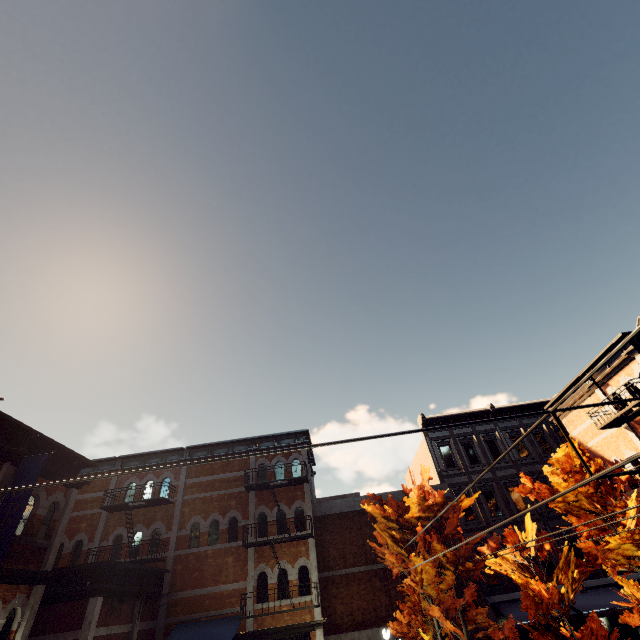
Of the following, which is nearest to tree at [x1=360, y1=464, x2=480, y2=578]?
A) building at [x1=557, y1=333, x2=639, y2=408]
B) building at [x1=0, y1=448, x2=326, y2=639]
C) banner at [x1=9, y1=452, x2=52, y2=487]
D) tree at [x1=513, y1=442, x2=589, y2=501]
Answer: tree at [x1=513, y1=442, x2=589, y2=501]

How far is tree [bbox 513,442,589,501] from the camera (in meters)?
11.76

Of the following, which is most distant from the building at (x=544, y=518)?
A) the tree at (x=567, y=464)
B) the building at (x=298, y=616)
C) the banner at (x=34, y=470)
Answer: the banner at (x=34, y=470)

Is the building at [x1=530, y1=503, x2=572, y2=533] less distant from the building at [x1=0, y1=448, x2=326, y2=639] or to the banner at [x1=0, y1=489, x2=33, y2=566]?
the building at [x1=0, y1=448, x2=326, y2=639]

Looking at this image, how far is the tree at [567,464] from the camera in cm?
1176

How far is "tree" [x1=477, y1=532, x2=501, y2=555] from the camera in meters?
11.4 m

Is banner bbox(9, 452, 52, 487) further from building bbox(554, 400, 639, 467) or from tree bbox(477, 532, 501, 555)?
building bbox(554, 400, 639, 467)

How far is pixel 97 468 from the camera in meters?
19.0 m
